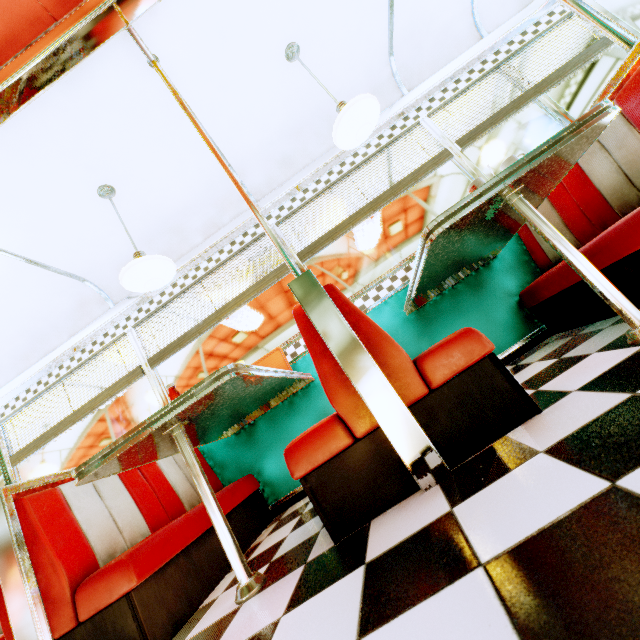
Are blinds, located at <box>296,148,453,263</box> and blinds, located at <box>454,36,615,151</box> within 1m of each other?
yes

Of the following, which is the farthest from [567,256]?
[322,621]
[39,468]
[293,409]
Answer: [39,468]

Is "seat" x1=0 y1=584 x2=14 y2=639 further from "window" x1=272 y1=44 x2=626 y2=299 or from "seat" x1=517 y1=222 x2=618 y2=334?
"seat" x1=517 y1=222 x2=618 y2=334

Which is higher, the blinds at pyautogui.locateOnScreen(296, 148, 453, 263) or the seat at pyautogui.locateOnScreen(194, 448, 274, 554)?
the blinds at pyautogui.locateOnScreen(296, 148, 453, 263)

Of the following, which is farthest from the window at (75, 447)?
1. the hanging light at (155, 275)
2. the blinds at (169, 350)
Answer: the hanging light at (155, 275)

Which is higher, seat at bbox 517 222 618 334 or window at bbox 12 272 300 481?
window at bbox 12 272 300 481

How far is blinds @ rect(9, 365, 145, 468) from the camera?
3.51m

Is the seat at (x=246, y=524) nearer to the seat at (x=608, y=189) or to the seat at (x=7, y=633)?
the seat at (x=7, y=633)
